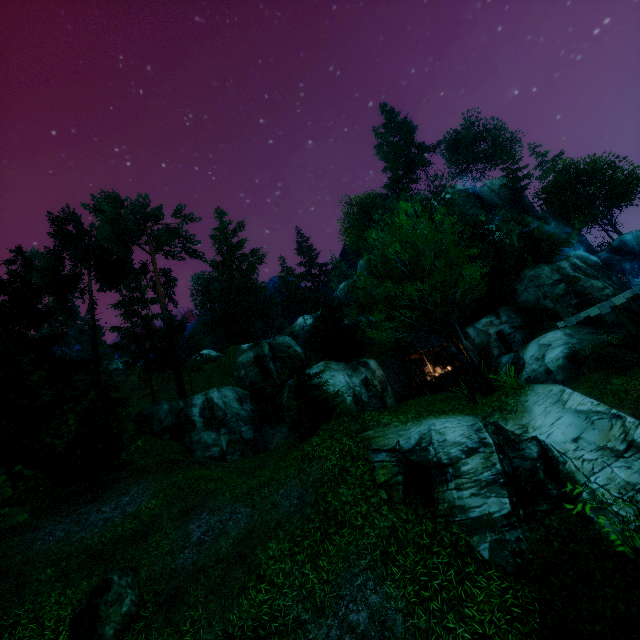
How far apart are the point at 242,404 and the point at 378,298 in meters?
17.5

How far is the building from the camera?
34.1m

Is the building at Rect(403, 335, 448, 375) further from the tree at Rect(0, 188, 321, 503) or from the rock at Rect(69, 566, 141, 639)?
the rock at Rect(69, 566, 141, 639)

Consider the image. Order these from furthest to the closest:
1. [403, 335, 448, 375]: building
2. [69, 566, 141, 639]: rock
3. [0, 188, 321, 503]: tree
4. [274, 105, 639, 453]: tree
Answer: [403, 335, 448, 375]: building
[0, 188, 321, 503]: tree
[274, 105, 639, 453]: tree
[69, 566, 141, 639]: rock

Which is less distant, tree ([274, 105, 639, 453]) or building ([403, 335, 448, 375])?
tree ([274, 105, 639, 453])

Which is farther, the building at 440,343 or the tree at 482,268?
the building at 440,343

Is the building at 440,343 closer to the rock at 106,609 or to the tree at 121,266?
the tree at 121,266
